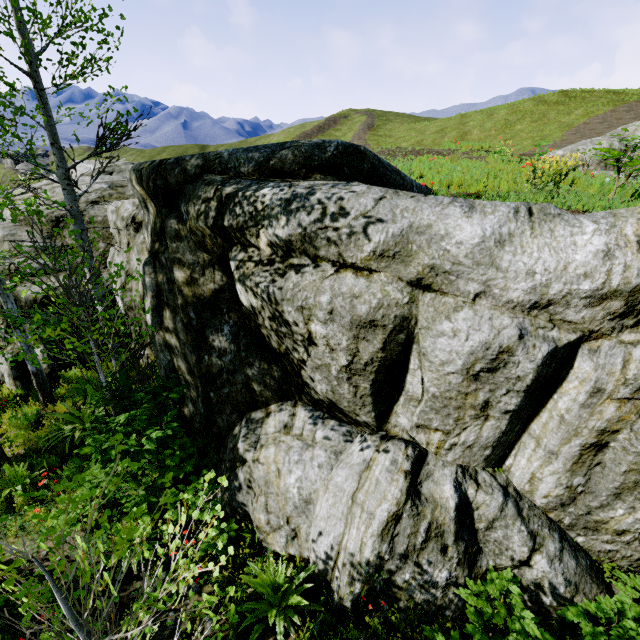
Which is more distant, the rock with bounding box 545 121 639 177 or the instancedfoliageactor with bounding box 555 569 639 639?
the rock with bounding box 545 121 639 177

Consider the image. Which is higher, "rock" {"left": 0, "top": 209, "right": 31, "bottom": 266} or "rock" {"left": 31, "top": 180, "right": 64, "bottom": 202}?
"rock" {"left": 31, "top": 180, "right": 64, "bottom": 202}

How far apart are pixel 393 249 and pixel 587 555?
4.65m

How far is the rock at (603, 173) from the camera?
7.4m

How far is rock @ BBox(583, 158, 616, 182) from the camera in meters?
7.4

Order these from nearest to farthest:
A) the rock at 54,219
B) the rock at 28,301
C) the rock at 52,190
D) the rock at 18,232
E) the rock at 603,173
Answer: the rock at 603,173 < the rock at 28,301 < the rock at 18,232 < the rock at 54,219 < the rock at 52,190

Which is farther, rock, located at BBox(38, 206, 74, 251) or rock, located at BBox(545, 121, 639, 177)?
rock, located at BBox(38, 206, 74, 251)
